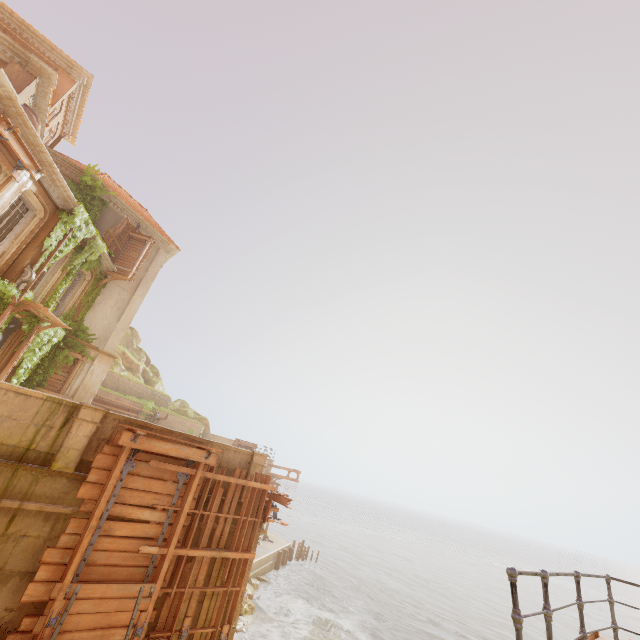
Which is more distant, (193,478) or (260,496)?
(260,496)

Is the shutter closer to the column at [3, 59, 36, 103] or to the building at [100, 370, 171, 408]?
the building at [100, 370, 171, 408]

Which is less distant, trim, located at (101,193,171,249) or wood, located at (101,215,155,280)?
wood, located at (101,215,155,280)

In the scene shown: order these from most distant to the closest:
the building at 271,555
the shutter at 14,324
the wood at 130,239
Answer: the wood at 130,239, the shutter at 14,324, the building at 271,555

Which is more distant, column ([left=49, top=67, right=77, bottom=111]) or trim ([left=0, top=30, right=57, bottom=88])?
column ([left=49, top=67, right=77, bottom=111])

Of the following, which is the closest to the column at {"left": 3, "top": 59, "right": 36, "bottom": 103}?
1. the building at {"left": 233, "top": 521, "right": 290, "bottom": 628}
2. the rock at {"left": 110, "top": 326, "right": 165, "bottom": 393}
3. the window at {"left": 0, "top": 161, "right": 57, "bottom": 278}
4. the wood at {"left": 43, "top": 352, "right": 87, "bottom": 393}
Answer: the window at {"left": 0, "top": 161, "right": 57, "bottom": 278}

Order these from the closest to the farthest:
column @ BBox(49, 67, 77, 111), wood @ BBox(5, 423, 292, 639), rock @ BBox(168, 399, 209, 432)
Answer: wood @ BBox(5, 423, 292, 639) < column @ BBox(49, 67, 77, 111) < rock @ BBox(168, 399, 209, 432)

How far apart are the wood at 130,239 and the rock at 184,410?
19.4m
